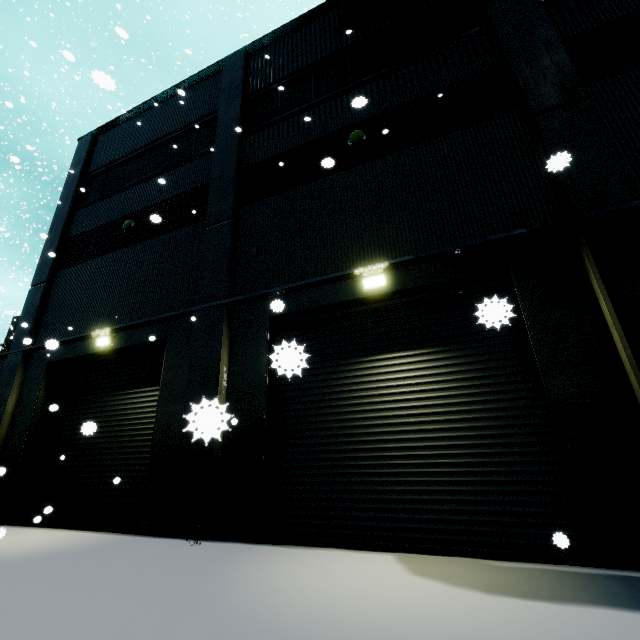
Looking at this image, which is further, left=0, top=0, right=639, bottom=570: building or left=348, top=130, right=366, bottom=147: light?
left=348, top=130, right=366, bottom=147: light

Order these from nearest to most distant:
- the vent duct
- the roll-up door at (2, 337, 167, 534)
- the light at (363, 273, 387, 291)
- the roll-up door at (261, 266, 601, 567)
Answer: the roll-up door at (261, 266, 601, 567)
the light at (363, 273, 387, 291)
the roll-up door at (2, 337, 167, 534)
the vent duct

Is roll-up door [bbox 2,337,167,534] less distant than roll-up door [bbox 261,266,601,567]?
No

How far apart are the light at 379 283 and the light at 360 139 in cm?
373

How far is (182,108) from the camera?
12.2 meters

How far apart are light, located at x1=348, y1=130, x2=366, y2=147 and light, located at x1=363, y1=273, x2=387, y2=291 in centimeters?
373cm

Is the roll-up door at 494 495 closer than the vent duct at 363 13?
Yes

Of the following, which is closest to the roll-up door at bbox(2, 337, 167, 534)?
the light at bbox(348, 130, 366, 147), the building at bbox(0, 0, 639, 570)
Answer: the building at bbox(0, 0, 639, 570)
